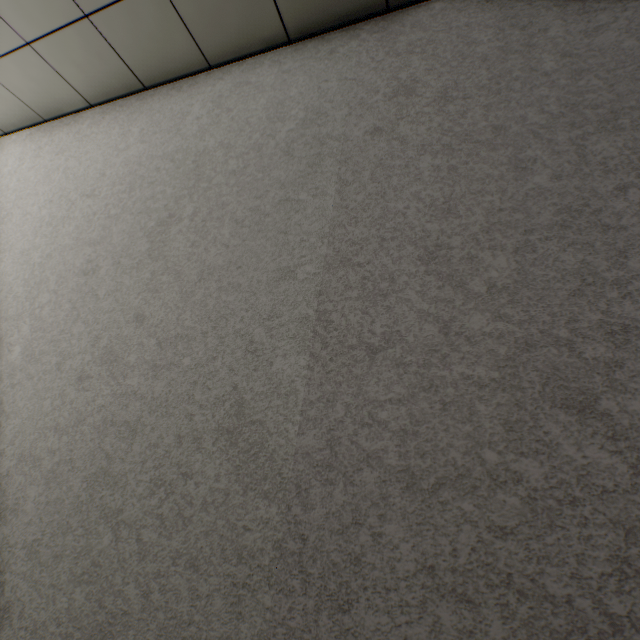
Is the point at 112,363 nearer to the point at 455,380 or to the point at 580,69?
the point at 455,380
